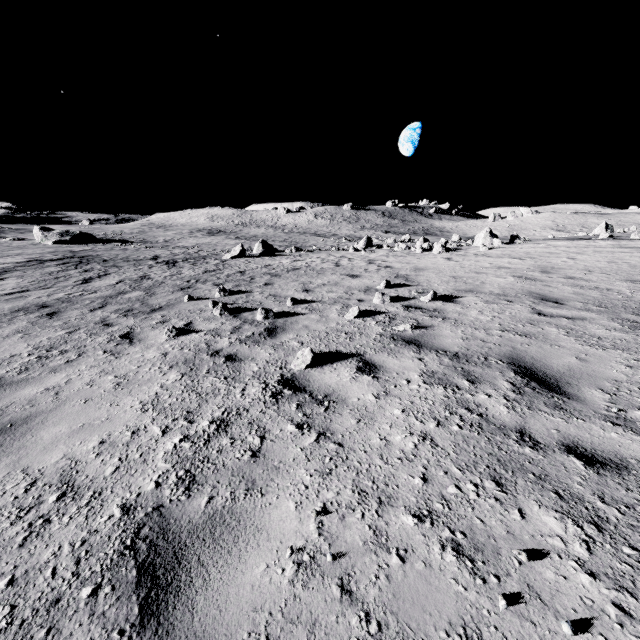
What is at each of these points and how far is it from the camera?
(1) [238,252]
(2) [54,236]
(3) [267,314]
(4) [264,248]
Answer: (1) stone, 24.95m
(2) stone, 44.28m
(3) stone, 6.74m
(4) stone, 30.30m

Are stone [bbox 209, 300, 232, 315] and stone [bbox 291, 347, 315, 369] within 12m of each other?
yes

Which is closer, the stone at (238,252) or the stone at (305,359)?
the stone at (305,359)

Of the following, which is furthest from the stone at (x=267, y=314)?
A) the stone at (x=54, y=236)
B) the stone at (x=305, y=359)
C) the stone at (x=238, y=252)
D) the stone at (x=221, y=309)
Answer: the stone at (x=54, y=236)

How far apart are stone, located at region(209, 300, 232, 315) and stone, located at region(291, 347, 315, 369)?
3.36m

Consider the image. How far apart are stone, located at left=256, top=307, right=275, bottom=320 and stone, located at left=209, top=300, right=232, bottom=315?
0.86m

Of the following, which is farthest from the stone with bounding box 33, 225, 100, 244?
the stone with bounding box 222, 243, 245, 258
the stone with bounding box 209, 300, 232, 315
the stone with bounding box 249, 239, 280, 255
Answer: the stone with bounding box 209, 300, 232, 315

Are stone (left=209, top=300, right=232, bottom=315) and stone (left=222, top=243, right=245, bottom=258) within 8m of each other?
no
